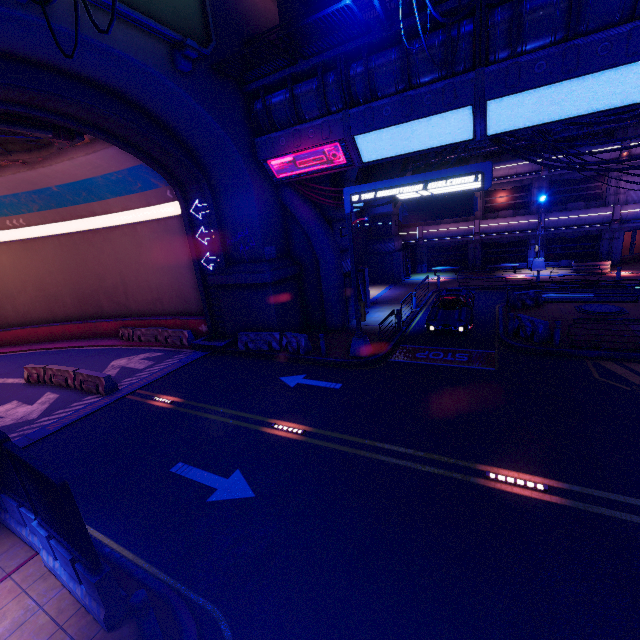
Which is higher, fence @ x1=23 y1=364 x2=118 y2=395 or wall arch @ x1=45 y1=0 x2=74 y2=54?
wall arch @ x1=45 y1=0 x2=74 y2=54

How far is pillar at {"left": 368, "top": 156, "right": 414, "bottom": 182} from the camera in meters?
27.9

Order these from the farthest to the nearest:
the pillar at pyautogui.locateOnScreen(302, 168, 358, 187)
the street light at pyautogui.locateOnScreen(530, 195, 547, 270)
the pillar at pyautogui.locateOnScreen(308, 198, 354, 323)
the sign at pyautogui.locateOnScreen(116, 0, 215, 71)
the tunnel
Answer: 1. the street light at pyautogui.locateOnScreen(530, 195, 547, 270)
2. the pillar at pyautogui.locateOnScreen(308, 198, 354, 323)
3. the pillar at pyautogui.locateOnScreen(302, 168, 358, 187)
4. the tunnel
5. the sign at pyautogui.locateOnScreen(116, 0, 215, 71)

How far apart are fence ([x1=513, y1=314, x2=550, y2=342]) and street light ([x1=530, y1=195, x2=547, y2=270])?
16.3 meters

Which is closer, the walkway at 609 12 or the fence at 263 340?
the walkway at 609 12

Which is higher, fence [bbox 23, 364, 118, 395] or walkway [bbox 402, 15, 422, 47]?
walkway [bbox 402, 15, 422, 47]

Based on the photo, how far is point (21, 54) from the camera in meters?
9.7 m

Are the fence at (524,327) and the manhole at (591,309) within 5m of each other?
yes
